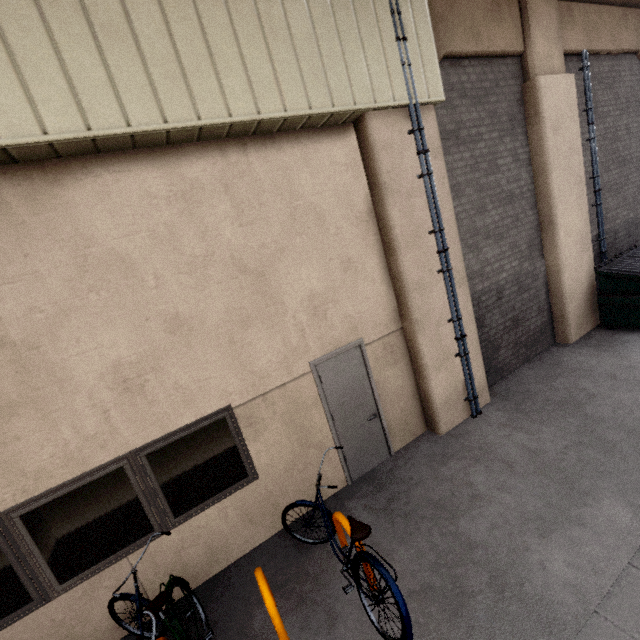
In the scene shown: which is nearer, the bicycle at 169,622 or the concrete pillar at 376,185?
the bicycle at 169,622

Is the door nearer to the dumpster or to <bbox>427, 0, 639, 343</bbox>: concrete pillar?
<bbox>427, 0, 639, 343</bbox>: concrete pillar

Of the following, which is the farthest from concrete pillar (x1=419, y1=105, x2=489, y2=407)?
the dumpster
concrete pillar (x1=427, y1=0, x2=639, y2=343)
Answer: the dumpster

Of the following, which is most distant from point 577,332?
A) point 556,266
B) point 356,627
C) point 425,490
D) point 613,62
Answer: point 356,627

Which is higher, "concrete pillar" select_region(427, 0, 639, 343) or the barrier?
"concrete pillar" select_region(427, 0, 639, 343)

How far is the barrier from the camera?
3.50m

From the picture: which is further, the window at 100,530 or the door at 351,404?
the door at 351,404

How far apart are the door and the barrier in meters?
1.1 m
